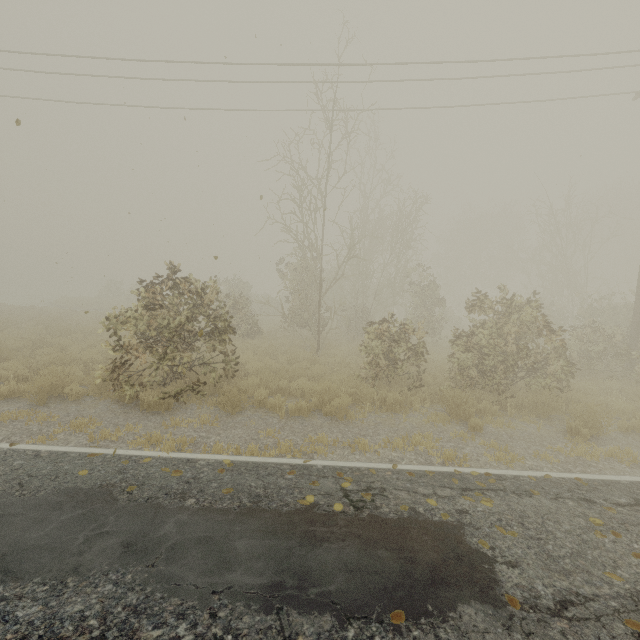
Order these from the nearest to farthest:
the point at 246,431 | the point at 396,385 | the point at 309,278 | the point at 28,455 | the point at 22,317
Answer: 1. the point at 28,455
2. the point at 246,431
3. the point at 396,385
4. the point at 309,278
5. the point at 22,317
